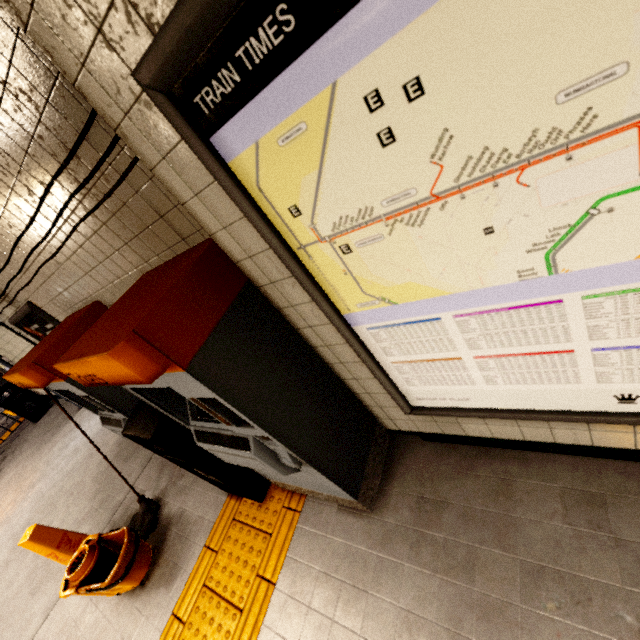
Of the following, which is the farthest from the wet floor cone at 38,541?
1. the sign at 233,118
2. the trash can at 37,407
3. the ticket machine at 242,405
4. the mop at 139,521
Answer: the trash can at 37,407

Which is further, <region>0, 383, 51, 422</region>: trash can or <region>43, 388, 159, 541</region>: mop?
<region>0, 383, 51, 422</region>: trash can

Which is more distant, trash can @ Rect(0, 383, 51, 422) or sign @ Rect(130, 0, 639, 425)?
trash can @ Rect(0, 383, 51, 422)

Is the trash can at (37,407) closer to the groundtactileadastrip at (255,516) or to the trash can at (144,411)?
the groundtactileadastrip at (255,516)

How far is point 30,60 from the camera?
1.2m

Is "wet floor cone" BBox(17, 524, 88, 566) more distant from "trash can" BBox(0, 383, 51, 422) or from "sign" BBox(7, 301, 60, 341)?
"trash can" BBox(0, 383, 51, 422)

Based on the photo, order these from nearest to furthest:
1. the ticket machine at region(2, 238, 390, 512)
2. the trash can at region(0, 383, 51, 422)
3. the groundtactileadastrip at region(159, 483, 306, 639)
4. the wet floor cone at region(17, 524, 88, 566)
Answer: the ticket machine at region(2, 238, 390, 512) < the groundtactileadastrip at region(159, 483, 306, 639) < the wet floor cone at region(17, 524, 88, 566) < the trash can at region(0, 383, 51, 422)

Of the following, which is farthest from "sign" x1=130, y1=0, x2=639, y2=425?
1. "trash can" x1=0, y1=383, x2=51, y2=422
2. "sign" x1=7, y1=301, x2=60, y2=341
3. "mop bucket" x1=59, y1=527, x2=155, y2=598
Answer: "trash can" x1=0, y1=383, x2=51, y2=422
